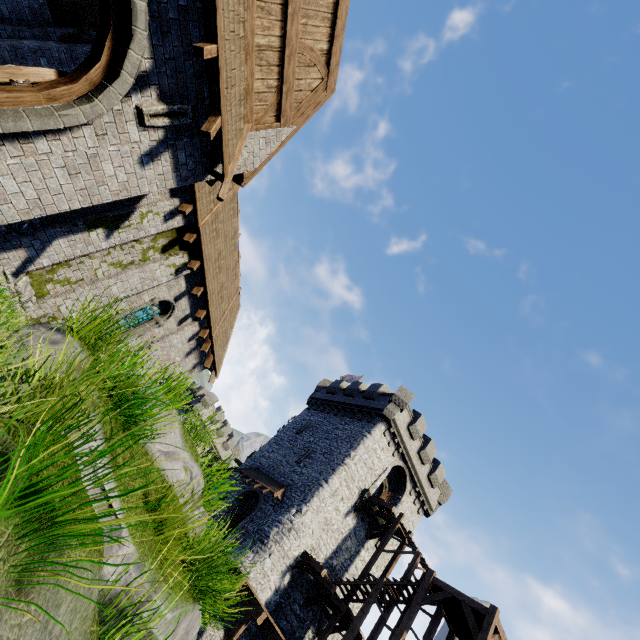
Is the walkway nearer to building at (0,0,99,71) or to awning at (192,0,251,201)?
building at (0,0,99,71)

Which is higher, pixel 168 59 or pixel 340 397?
pixel 340 397

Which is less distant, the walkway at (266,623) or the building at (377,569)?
the walkway at (266,623)

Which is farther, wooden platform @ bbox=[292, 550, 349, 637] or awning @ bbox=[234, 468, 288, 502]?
awning @ bbox=[234, 468, 288, 502]

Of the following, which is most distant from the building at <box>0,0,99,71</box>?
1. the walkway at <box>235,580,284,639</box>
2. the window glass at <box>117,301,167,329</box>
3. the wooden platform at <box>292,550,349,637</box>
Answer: the wooden platform at <box>292,550,349,637</box>

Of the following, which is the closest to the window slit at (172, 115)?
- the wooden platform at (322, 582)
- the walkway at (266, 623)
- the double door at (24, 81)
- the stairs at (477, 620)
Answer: the double door at (24, 81)

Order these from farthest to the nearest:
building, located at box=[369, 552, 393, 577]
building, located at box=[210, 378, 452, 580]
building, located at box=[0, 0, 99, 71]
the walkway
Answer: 1. building, located at box=[369, 552, 393, 577]
2. building, located at box=[210, 378, 452, 580]
3. the walkway
4. building, located at box=[0, 0, 99, 71]

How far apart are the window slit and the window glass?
7.7m
